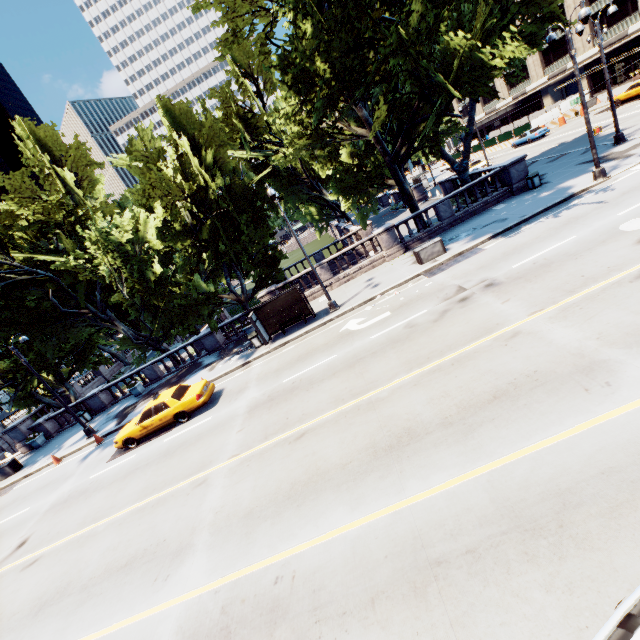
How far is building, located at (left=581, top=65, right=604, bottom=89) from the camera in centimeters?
4637cm

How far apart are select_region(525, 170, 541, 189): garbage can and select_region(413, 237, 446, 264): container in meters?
7.9

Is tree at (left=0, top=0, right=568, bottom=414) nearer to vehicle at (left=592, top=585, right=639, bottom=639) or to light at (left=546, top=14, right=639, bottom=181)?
light at (left=546, top=14, right=639, bottom=181)

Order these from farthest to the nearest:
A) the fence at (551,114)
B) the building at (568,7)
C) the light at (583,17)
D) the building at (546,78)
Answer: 1. the building at (546,78)
2. the building at (568,7)
3. the fence at (551,114)
4. the light at (583,17)

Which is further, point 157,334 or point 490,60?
point 157,334

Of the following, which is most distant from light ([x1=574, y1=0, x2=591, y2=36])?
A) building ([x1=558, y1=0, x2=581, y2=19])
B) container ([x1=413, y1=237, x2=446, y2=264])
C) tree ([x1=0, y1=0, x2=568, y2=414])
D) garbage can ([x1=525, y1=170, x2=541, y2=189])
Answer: building ([x1=558, y1=0, x2=581, y2=19])

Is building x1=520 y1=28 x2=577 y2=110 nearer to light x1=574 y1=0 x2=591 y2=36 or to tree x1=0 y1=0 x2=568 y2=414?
tree x1=0 y1=0 x2=568 y2=414

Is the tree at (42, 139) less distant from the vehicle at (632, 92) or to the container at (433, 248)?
the container at (433, 248)
